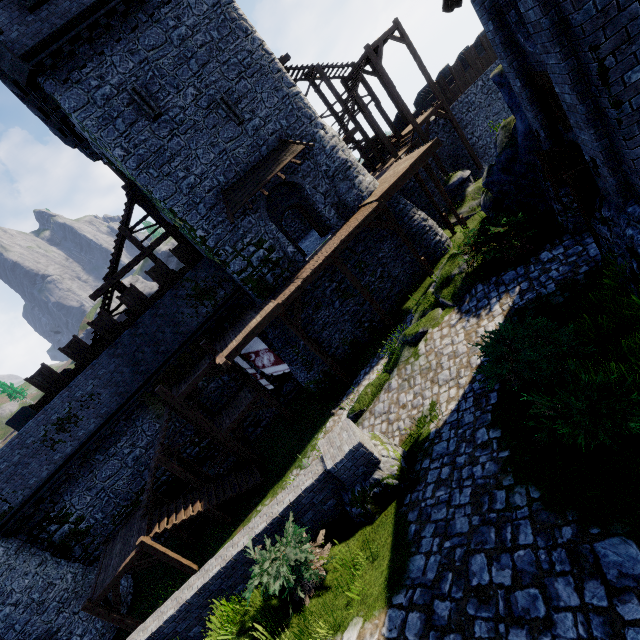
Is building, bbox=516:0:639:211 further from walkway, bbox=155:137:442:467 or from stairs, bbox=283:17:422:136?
stairs, bbox=283:17:422:136

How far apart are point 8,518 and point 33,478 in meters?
2.1 m

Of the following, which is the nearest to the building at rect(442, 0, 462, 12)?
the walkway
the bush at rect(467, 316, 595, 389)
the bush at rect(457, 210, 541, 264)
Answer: the bush at rect(457, 210, 541, 264)

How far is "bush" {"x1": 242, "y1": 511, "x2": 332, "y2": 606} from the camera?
5.6 meters

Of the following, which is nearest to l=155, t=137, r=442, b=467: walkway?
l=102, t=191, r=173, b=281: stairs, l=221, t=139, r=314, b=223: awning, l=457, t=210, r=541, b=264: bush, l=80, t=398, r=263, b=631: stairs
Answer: l=80, t=398, r=263, b=631: stairs

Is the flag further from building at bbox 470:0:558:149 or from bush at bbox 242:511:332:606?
building at bbox 470:0:558:149

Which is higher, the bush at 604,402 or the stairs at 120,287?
the stairs at 120,287

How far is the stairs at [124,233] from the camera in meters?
18.4
